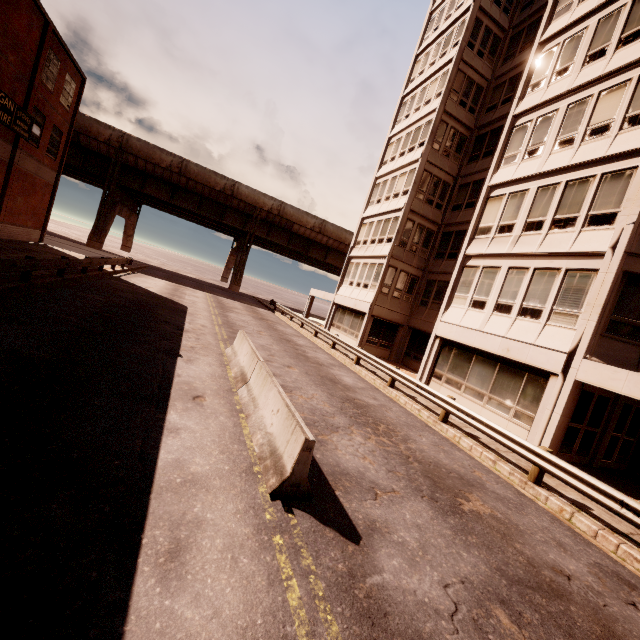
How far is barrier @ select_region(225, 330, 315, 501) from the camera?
4.81m

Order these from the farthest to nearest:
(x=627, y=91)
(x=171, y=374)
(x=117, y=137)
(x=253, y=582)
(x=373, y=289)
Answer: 1. (x=117, y=137)
2. (x=373, y=289)
3. (x=627, y=91)
4. (x=171, y=374)
5. (x=253, y=582)

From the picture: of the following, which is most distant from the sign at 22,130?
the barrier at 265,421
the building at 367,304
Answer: the building at 367,304

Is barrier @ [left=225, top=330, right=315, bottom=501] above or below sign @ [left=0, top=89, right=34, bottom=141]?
below

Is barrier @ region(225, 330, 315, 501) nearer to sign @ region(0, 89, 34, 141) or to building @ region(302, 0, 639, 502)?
building @ region(302, 0, 639, 502)

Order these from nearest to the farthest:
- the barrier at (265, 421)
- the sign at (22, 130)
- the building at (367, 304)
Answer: the barrier at (265, 421) < the building at (367, 304) < the sign at (22, 130)

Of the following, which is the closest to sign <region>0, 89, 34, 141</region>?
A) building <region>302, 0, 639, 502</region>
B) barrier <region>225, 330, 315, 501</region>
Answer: barrier <region>225, 330, 315, 501</region>

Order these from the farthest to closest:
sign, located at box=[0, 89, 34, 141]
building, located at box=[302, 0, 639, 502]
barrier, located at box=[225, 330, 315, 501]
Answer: sign, located at box=[0, 89, 34, 141] → building, located at box=[302, 0, 639, 502] → barrier, located at box=[225, 330, 315, 501]
